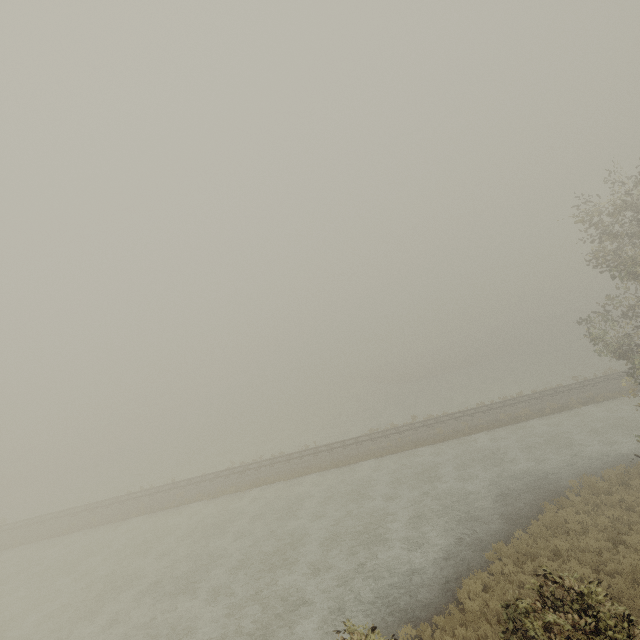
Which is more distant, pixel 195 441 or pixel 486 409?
pixel 195 441
